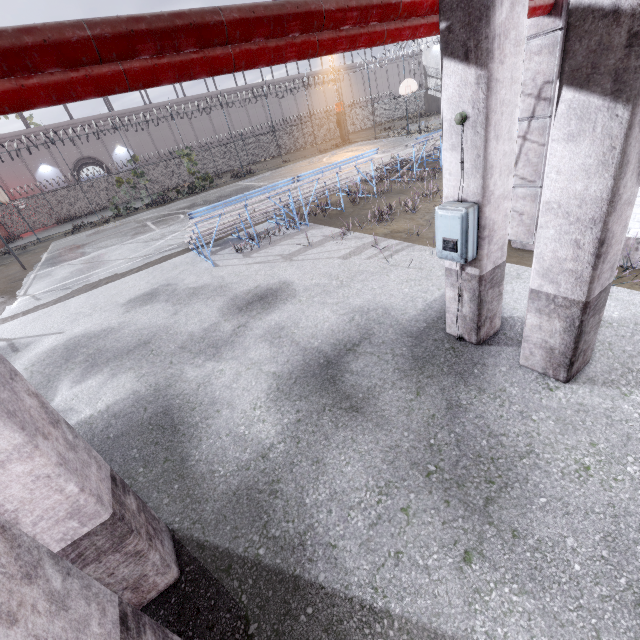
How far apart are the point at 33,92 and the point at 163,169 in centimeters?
3728cm

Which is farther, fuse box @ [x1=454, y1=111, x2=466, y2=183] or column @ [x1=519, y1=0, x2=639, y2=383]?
fuse box @ [x1=454, y1=111, x2=466, y2=183]

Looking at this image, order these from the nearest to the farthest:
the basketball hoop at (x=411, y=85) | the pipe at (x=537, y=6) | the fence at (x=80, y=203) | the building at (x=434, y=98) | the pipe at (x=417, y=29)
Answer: the pipe at (x=417, y=29) → the pipe at (x=537, y=6) → the basketball hoop at (x=411, y=85) → the fence at (x=80, y=203) → the building at (x=434, y=98)

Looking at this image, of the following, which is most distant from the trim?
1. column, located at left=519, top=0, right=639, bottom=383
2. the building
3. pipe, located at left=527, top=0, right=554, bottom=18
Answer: the building

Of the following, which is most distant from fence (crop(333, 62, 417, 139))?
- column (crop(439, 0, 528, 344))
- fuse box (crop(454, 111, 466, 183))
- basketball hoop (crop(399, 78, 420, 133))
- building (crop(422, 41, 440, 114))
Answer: building (crop(422, 41, 440, 114))

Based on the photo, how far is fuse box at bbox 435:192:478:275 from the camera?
3.2m

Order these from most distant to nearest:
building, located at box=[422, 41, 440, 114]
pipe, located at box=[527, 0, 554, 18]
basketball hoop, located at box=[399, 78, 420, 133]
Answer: building, located at box=[422, 41, 440, 114] < basketball hoop, located at box=[399, 78, 420, 133] < pipe, located at box=[527, 0, 554, 18]

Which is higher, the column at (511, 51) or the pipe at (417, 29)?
the pipe at (417, 29)
